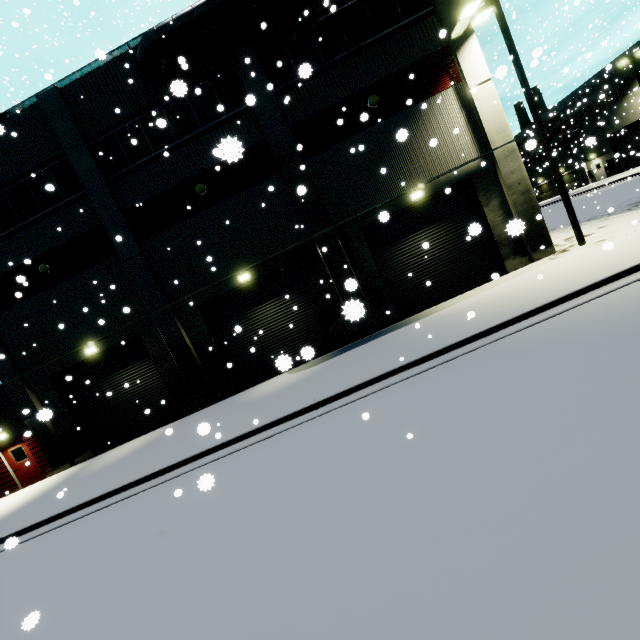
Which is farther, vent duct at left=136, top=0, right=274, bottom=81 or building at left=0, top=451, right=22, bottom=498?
building at left=0, top=451, right=22, bottom=498

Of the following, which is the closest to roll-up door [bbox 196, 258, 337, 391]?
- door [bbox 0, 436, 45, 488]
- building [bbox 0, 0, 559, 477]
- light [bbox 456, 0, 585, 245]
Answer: building [bbox 0, 0, 559, 477]

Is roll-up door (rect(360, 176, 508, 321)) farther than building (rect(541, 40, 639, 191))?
No

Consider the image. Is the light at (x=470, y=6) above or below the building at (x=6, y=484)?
above

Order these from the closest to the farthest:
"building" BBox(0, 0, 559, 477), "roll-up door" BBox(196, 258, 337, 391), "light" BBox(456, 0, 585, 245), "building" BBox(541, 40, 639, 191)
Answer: "light" BBox(456, 0, 585, 245) < "building" BBox(0, 0, 559, 477) < "roll-up door" BBox(196, 258, 337, 391) < "building" BBox(541, 40, 639, 191)

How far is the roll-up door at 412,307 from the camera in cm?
1373

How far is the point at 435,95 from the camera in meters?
12.9 m

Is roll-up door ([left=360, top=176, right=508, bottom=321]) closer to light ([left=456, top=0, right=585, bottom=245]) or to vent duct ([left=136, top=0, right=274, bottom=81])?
light ([left=456, top=0, right=585, bottom=245])
